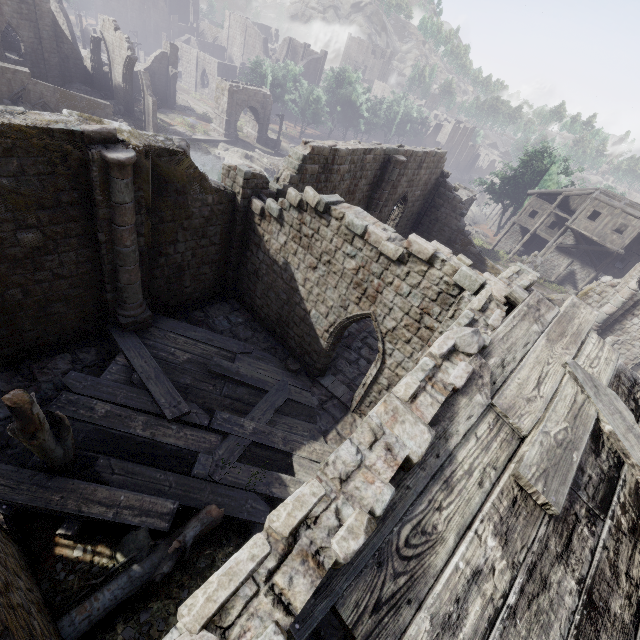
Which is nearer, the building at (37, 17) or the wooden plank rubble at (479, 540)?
the wooden plank rubble at (479, 540)

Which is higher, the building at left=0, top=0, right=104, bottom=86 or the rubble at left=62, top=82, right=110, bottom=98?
the building at left=0, top=0, right=104, bottom=86

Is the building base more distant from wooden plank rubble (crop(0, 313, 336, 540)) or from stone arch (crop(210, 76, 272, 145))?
wooden plank rubble (crop(0, 313, 336, 540))

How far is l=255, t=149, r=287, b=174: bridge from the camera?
41.2 meters

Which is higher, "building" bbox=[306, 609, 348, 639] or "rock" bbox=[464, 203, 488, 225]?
"building" bbox=[306, 609, 348, 639]

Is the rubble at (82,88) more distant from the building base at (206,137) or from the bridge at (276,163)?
the bridge at (276,163)

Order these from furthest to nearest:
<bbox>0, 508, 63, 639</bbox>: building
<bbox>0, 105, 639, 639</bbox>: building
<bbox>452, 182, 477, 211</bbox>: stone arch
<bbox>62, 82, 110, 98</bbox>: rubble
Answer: <bbox>62, 82, 110, 98</bbox>: rubble < <bbox>452, 182, 477, 211</bbox>: stone arch < <bbox>0, 508, 63, 639</bbox>: building < <bbox>0, 105, 639, 639</bbox>: building

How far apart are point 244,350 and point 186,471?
5.03m
